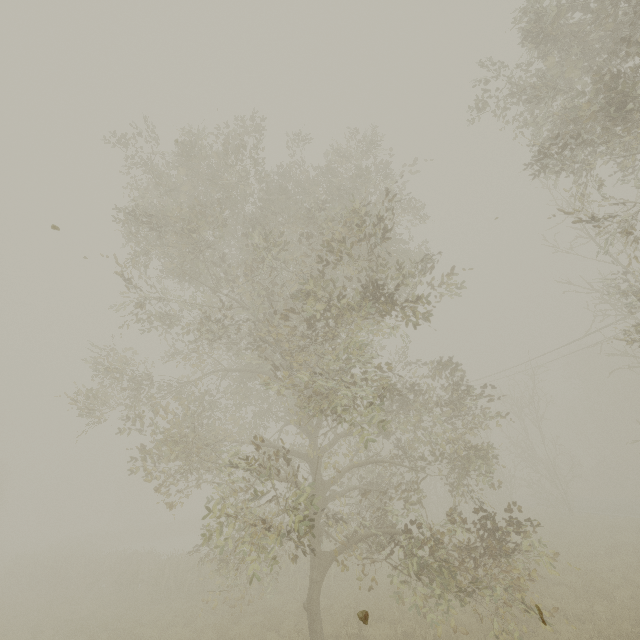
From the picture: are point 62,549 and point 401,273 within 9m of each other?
no

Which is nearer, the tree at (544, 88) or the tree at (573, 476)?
the tree at (544, 88)

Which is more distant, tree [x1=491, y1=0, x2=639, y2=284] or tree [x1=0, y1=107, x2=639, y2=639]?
tree [x1=0, y1=107, x2=639, y2=639]
